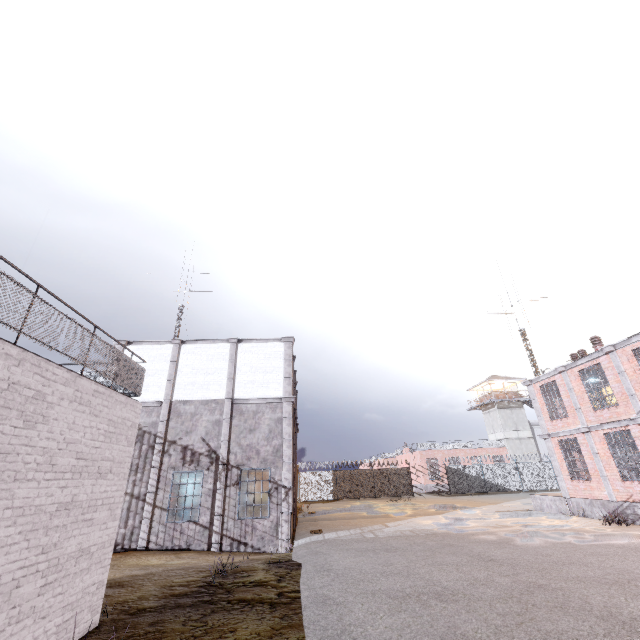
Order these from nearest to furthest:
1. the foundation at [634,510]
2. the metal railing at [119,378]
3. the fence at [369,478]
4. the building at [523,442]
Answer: the metal railing at [119,378] < the foundation at [634,510] < the fence at [369,478] < the building at [523,442]

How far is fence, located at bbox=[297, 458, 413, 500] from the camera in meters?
33.3

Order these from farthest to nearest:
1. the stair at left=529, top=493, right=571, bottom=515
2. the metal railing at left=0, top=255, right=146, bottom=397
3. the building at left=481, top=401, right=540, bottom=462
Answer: the building at left=481, top=401, right=540, bottom=462 → the stair at left=529, top=493, right=571, bottom=515 → the metal railing at left=0, top=255, right=146, bottom=397

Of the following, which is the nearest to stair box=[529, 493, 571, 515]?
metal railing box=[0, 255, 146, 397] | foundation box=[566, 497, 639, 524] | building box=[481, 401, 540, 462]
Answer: foundation box=[566, 497, 639, 524]

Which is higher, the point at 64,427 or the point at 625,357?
the point at 625,357

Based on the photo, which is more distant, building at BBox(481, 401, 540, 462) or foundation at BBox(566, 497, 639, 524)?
building at BBox(481, 401, 540, 462)

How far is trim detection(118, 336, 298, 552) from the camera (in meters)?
13.61

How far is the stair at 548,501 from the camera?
17.22m
